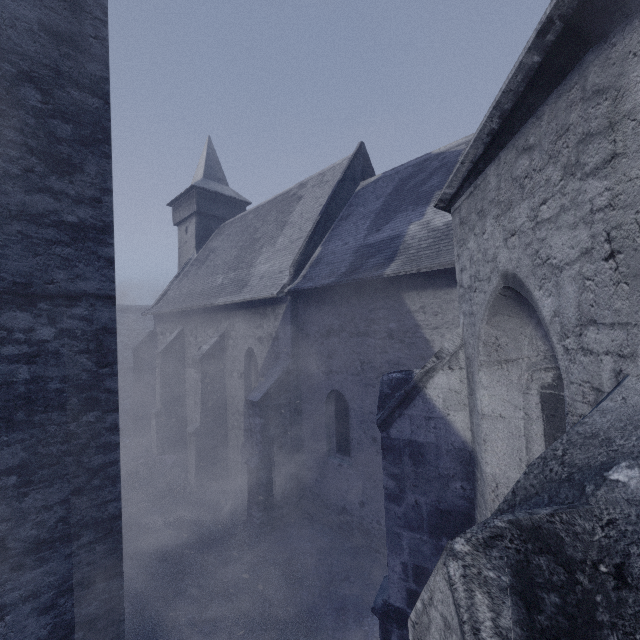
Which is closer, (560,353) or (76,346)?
(560,353)
